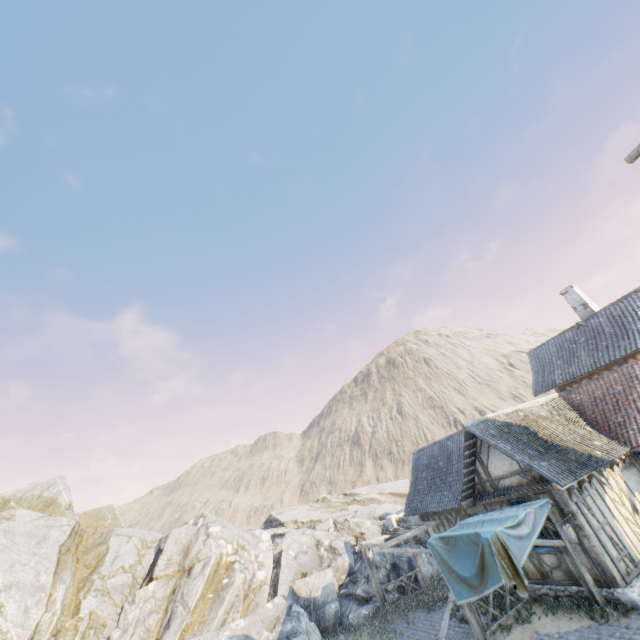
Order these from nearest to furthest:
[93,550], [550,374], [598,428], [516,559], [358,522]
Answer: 1. [516,559]
2. [598,428]
3. [93,550]
4. [550,374]
5. [358,522]

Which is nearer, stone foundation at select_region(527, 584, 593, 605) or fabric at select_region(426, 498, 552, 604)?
fabric at select_region(426, 498, 552, 604)

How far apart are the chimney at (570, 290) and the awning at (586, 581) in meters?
14.4 m

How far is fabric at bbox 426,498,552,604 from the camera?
9.6m

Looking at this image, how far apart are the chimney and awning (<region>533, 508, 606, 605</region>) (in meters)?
14.41

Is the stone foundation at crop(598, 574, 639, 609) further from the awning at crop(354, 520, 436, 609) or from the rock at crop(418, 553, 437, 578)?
the rock at crop(418, 553, 437, 578)

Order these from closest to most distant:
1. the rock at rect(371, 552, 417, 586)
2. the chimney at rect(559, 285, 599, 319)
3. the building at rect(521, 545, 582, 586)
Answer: the building at rect(521, 545, 582, 586), the rock at rect(371, 552, 417, 586), the chimney at rect(559, 285, 599, 319)

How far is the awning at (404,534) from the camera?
15.34m
